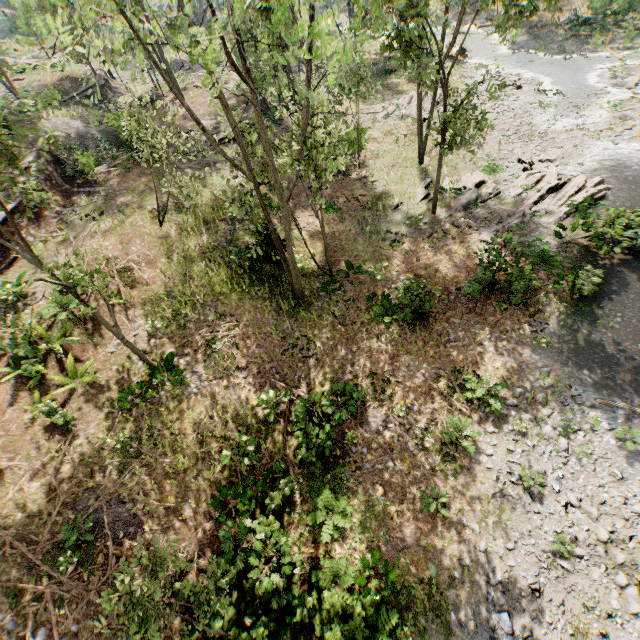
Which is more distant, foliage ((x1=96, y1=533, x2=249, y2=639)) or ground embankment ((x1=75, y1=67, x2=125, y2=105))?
ground embankment ((x1=75, y1=67, x2=125, y2=105))

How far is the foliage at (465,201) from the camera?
17.8 meters

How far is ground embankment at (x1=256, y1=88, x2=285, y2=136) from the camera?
27.27m

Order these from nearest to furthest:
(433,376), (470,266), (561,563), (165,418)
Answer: (561,563), (165,418), (433,376), (470,266)

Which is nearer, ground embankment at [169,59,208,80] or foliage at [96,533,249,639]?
foliage at [96,533,249,639]

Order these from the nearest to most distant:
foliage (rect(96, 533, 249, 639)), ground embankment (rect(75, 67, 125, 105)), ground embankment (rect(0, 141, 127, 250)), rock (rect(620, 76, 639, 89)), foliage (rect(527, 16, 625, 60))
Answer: foliage (rect(96, 533, 249, 639))
ground embankment (rect(0, 141, 127, 250))
rock (rect(620, 76, 639, 89))
foliage (rect(527, 16, 625, 60))
ground embankment (rect(75, 67, 125, 105))

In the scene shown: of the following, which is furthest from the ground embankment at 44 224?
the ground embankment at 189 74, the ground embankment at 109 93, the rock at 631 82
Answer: the rock at 631 82
